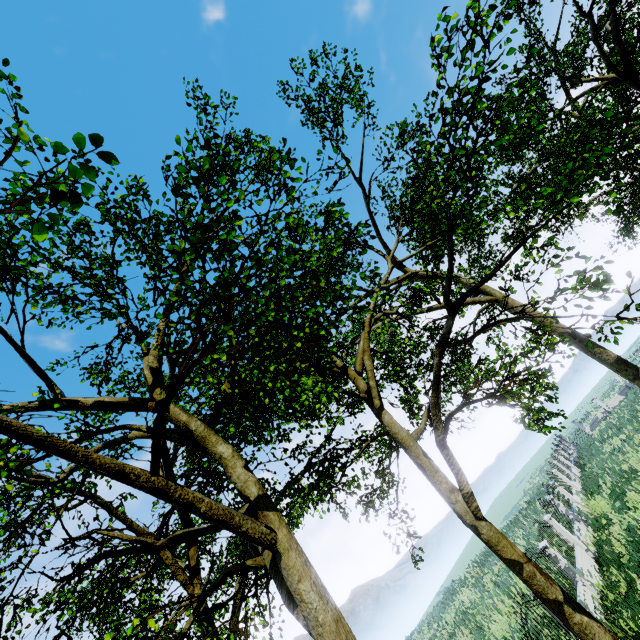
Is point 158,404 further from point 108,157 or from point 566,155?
point 566,155

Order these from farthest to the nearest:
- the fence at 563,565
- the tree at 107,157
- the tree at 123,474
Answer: the fence at 563,565 → the tree at 123,474 → the tree at 107,157

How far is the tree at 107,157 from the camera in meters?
2.5 m

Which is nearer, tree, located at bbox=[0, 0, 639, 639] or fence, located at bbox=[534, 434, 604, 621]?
tree, located at bbox=[0, 0, 639, 639]

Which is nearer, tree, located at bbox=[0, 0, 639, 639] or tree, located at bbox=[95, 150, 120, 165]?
tree, located at bbox=[95, 150, 120, 165]

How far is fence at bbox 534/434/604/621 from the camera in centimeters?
1144cm

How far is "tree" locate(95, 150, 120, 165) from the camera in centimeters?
247cm

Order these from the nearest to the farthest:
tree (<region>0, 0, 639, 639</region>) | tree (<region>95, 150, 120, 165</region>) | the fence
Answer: tree (<region>95, 150, 120, 165</region>)
tree (<region>0, 0, 639, 639</region>)
the fence
